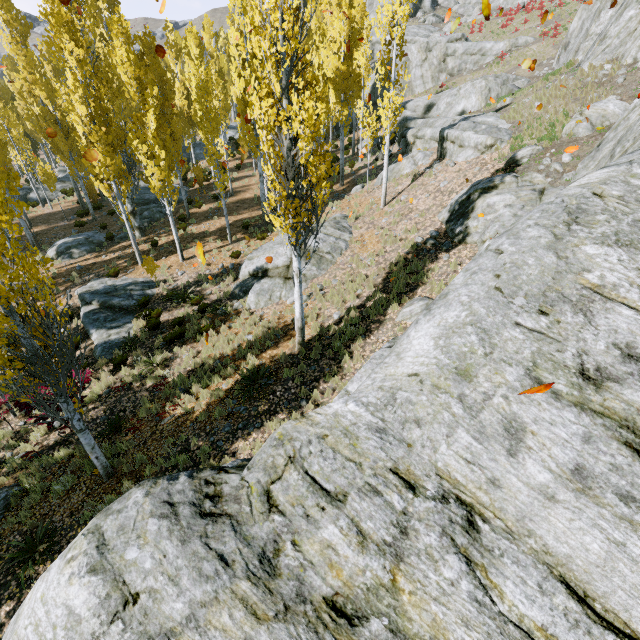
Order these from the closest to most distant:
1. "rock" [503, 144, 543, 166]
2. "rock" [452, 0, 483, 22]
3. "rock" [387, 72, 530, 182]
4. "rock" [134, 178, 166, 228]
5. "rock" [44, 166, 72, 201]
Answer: "rock" [503, 144, 543, 166], "rock" [387, 72, 530, 182], "rock" [134, 178, 166, 228], "rock" [44, 166, 72, 201], "rock" [452, 0, 483, 22]

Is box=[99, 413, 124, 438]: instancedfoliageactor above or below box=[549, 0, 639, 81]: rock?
below

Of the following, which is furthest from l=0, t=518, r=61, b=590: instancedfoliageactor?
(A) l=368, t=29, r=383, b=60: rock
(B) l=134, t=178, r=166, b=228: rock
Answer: (A) l=368, t=29, r=383, b=60: rock

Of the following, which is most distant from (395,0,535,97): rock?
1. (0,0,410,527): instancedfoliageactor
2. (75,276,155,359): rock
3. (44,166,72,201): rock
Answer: (44,166,72,201): rock

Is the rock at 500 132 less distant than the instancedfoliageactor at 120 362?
No

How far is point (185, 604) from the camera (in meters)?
1.94

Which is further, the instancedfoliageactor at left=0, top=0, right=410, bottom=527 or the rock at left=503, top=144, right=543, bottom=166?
the rock at left=503, top=144, right=543, bottom=166

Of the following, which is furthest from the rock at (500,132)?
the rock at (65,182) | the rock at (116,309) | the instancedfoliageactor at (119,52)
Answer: the rock at (65,182)
